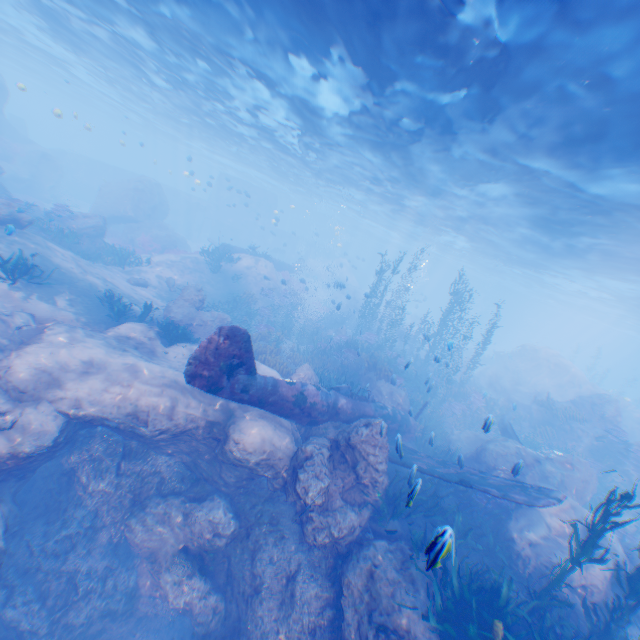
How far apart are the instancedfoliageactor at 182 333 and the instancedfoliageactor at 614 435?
21.4 meters

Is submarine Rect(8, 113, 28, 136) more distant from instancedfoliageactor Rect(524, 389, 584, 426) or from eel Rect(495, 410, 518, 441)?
eel Rect(495, 410, 518, 441)

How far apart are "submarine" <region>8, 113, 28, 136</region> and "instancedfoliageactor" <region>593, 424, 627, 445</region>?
65.1 meters

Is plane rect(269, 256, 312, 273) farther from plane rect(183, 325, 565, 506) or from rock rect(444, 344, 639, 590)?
plane rect(183, 325, 565, 506)

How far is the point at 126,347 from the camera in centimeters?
1102cm

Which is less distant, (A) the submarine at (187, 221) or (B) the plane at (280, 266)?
(B) the plane at (280, 266)

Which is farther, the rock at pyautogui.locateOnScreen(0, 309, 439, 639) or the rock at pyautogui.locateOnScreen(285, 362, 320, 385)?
the rock at pyautogui.locateOnScreen(285, 362, 320, 385)

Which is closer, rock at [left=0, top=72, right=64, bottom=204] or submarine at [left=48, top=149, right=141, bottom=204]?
rock at [left=0, top=72, right=64, bottom=204]
